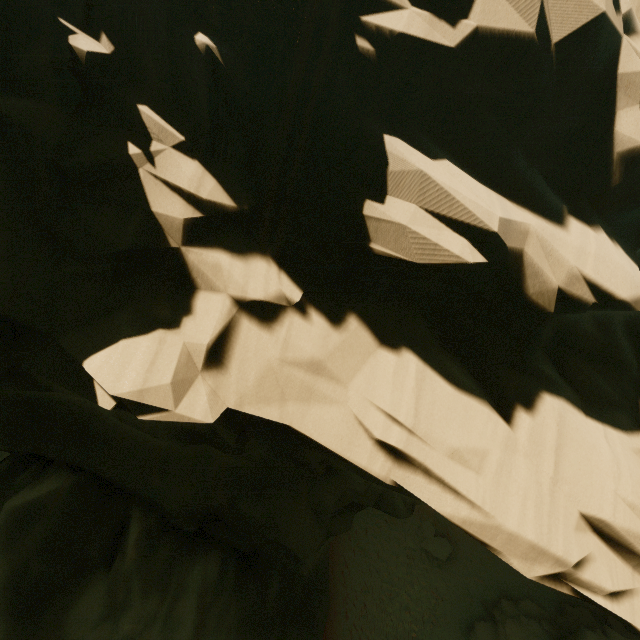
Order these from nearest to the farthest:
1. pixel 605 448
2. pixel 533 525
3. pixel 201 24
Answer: pixel 201 24
pixel 533 525
pixel 605 448

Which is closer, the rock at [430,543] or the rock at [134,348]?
the rock at [134,348]

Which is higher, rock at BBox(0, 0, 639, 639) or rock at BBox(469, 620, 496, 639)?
rock at BBox(0, 0, 639, 639)

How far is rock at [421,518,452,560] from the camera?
18.98m

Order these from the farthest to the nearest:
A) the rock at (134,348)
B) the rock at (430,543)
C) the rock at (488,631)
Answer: the rock at (430,543), the rock at (488,631), the rock at (134,348)

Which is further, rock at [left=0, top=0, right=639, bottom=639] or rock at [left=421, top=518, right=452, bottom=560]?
rock at [left=421, top=518, right=452, bottom=560]

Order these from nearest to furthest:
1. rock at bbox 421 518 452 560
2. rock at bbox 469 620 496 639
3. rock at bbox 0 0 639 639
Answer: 1. rock at bbox 0 0 639 639
2. rock at bbox 469 620 496 639
3. rock at bbox 421 518 452 560
